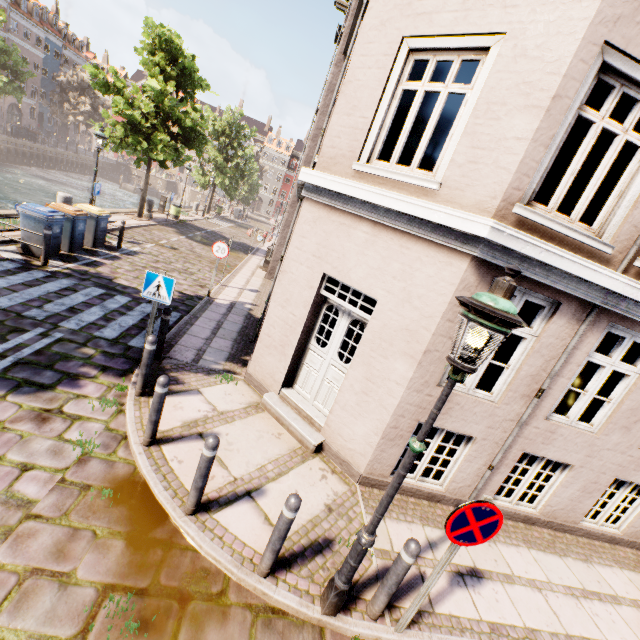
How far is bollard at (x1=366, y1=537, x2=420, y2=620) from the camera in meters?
3.2 m

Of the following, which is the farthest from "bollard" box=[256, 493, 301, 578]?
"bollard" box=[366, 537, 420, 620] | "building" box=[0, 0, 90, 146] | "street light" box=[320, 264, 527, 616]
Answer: "building" box=[0, 0, 90, 146]

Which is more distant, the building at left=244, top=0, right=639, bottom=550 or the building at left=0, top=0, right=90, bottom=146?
the building at left=0, top=0, right=90, bottom=146

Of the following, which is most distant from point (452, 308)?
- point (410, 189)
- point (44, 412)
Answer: point (44, 412)

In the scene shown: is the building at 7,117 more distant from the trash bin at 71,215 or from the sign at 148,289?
the sign at 148,289

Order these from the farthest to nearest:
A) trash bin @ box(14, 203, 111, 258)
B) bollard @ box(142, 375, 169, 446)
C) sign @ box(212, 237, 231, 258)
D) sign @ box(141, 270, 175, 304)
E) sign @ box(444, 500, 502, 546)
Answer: sign @ box(212, 237, 231, 258)
trash bin @ box(14, 203, 111, 258)
sign @ box(141, 270, 175, 304)
bollard @ box(142, 375, 169, 446)
sign @ box(444, 500, 502, 546)

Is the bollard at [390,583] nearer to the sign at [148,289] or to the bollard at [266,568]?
the bollard at [266,568]

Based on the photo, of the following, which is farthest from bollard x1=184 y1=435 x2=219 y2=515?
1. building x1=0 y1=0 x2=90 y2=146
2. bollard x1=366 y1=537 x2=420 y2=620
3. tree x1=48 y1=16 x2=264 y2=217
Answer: building x1=0 y1=0 x2=90 y2=146
